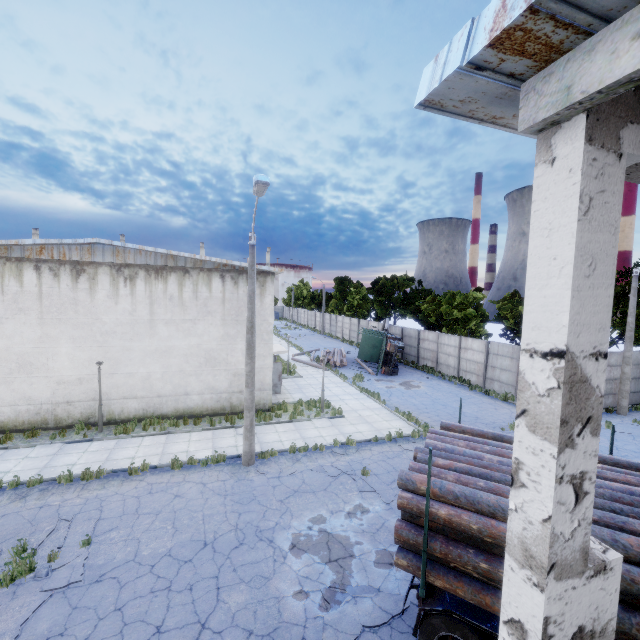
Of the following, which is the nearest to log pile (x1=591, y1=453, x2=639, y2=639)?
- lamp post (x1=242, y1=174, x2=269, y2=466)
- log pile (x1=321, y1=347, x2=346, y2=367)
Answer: lamp post (x1=242, y1=174, x2=269, y2=466)

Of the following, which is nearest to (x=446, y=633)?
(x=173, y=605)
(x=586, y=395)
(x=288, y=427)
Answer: (x=173, y=605)

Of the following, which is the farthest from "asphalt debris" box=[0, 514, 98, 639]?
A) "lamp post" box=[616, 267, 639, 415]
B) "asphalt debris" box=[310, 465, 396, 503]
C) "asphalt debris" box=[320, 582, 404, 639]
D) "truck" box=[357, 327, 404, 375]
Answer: "lamp post" box=[616, 267, 639, 415]

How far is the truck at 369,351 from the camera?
27.5 meters

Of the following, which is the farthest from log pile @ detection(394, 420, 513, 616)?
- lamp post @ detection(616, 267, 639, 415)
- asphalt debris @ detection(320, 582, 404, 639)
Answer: lamp post @ detection(616, 267, 639, 415)

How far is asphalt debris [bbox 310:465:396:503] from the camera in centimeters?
1084cm

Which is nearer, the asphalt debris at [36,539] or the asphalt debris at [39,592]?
the asphalt debris at [39,592]

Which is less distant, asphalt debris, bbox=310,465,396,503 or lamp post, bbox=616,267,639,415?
asphalt debris, bbox=310,465,396,503
